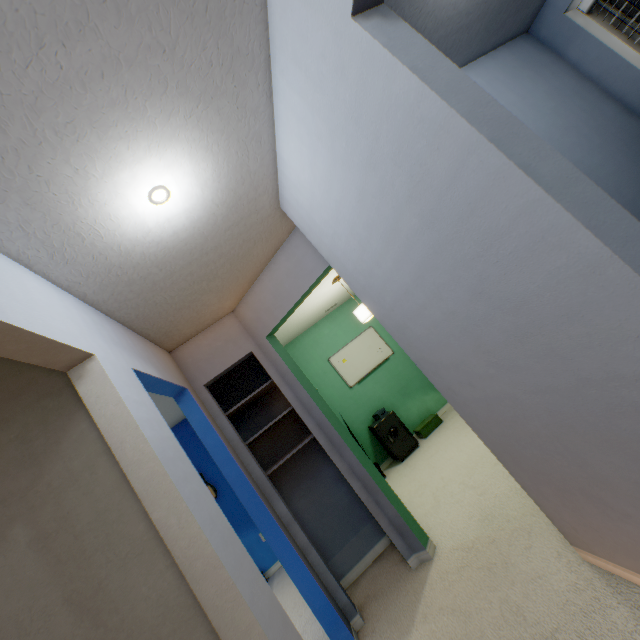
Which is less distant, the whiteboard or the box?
the box

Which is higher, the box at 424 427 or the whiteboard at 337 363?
the whiteboard at 337 363

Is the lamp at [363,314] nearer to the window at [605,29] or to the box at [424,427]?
the box at [424,427]

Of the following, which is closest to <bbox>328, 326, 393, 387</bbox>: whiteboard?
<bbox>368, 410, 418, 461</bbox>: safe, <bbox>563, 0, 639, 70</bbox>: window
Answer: <bbox>368, 410, 418, 461</bbox>: safe

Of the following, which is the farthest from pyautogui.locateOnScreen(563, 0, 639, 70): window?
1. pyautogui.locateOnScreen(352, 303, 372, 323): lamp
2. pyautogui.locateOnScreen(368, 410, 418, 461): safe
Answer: pyautogui.locateOnScreen(368, 410, 418, 461): safe

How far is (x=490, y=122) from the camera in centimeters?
77cm

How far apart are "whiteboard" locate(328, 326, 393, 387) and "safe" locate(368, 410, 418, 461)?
0.7 meters

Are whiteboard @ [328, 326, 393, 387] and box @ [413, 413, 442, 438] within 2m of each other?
yes
